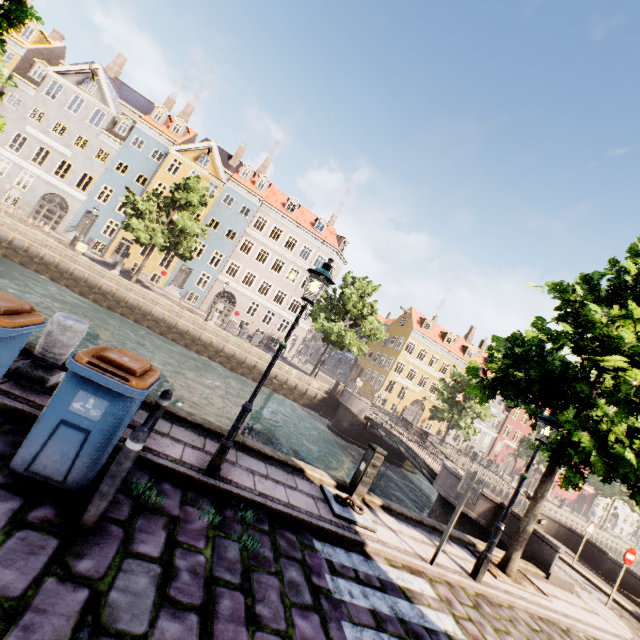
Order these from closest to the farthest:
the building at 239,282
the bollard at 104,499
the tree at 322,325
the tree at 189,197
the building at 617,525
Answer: the bollard at 104,499 → the tree at 189,197 → the tree at 322,325 → the building at 239,282 → the building at 617,525

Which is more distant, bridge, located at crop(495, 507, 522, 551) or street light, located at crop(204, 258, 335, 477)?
bridge, located at crop(495, 507, 522, 551)

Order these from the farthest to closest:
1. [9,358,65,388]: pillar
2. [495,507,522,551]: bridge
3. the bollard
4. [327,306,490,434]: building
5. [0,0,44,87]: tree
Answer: [327,306,490,434]: building, [495,507,522,551]: bridge, [0,0,44,87]: tree, [9,358,65,388]: pillar, the bollard

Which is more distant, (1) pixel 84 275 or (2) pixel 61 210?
(2) pixel 61 210

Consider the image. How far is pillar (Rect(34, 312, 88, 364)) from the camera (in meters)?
4.85

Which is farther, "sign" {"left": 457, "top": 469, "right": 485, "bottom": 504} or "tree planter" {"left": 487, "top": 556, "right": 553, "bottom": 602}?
"tree planter" {"left": 487, "top": 556, "right": 553, "bottom": 602}

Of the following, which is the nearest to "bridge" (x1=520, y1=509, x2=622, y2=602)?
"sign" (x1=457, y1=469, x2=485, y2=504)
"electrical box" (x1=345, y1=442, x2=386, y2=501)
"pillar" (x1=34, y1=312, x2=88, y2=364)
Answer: "sign" (x1=457, y1=469, x2=485, y2=504)

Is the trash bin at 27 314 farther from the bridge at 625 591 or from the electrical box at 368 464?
the bridge at 625 591
